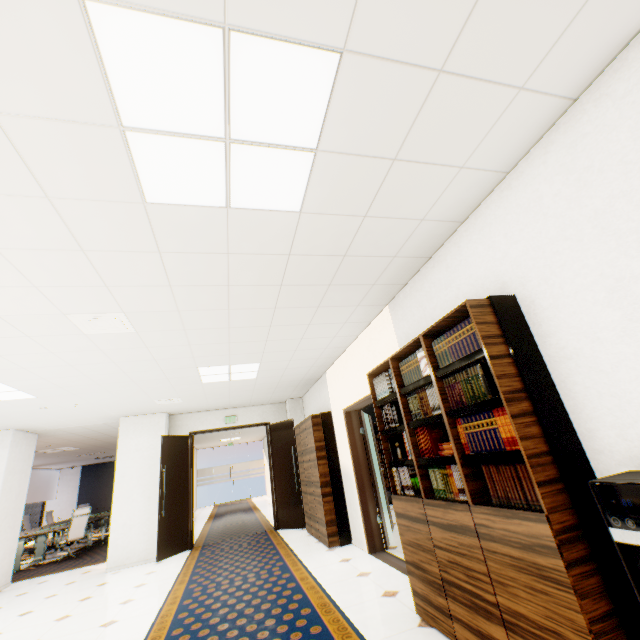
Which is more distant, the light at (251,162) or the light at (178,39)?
the light at (251,162)

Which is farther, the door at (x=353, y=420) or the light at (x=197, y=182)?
the door at (x=353, y=420)

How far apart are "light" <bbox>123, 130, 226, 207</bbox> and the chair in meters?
10.4

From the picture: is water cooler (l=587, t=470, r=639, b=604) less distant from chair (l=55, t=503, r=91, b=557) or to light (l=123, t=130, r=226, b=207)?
light (l=123, t=130, r=226, b=207)

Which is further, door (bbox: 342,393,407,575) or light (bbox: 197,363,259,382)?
light (bbox: 197,363,259,382)

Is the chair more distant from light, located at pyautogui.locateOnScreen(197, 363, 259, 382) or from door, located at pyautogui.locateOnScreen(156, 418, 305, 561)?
light, located at pyautogui.locateOnScreen(197, 363, 259, 382)

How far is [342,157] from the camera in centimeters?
192cm

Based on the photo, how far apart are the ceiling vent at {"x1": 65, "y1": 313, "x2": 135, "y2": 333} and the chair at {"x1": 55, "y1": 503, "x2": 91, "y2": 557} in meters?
8.2 m
